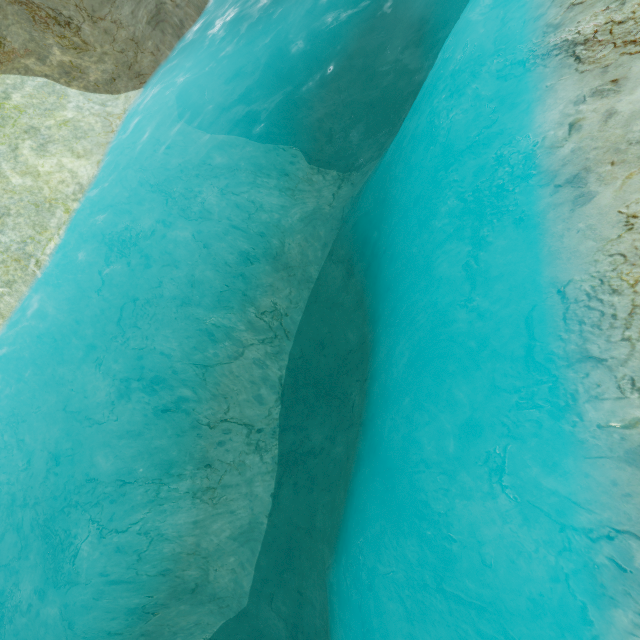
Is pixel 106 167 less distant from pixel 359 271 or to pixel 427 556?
pixel 359 271
